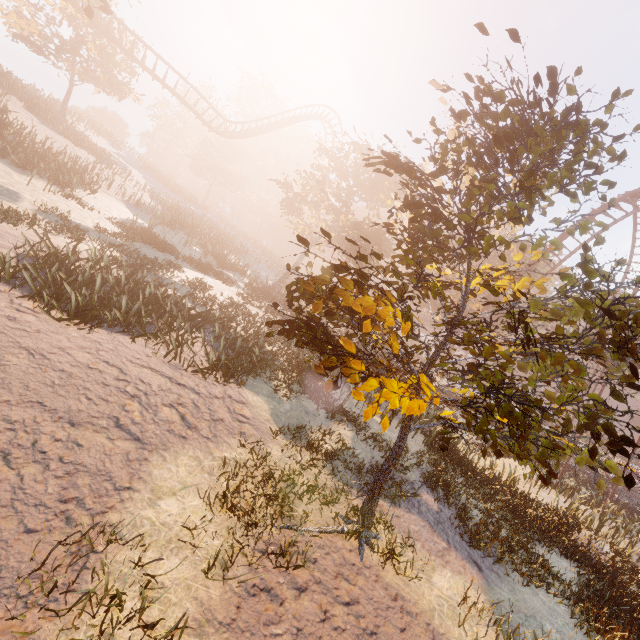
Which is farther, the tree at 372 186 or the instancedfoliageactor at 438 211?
the tree at 372 186

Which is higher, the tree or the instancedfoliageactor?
the tree

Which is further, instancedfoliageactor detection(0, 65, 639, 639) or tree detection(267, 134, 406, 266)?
tree detection(267, 134, 406, 266)

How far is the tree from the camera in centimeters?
2388cm

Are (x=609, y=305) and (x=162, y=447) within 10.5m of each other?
yes

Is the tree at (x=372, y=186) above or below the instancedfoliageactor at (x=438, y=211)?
above
